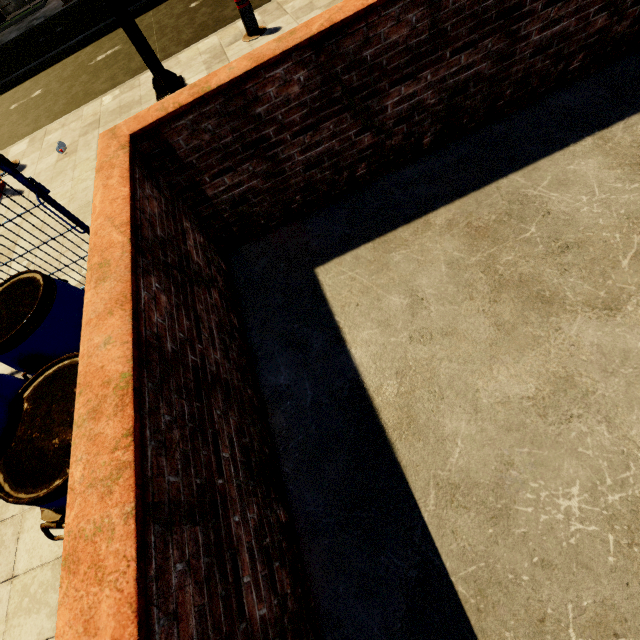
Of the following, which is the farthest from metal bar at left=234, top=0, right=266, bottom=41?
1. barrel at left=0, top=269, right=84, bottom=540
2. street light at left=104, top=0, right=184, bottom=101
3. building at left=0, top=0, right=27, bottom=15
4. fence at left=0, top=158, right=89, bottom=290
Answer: building at left=0, top=0, right=27, bottom=15

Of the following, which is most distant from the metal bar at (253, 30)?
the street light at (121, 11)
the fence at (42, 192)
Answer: the fence at (42, 192)

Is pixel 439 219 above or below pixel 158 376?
below

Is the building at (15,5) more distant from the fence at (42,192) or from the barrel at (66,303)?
the barrel at (66,303)

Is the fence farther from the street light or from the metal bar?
the metal bar

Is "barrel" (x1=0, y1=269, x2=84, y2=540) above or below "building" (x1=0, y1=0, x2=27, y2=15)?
above

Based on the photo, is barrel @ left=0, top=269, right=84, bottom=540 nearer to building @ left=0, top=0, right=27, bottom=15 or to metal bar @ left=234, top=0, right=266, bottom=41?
metal bar @ left=234, top=0, right=266, bottom=41

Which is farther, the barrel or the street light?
the street light
